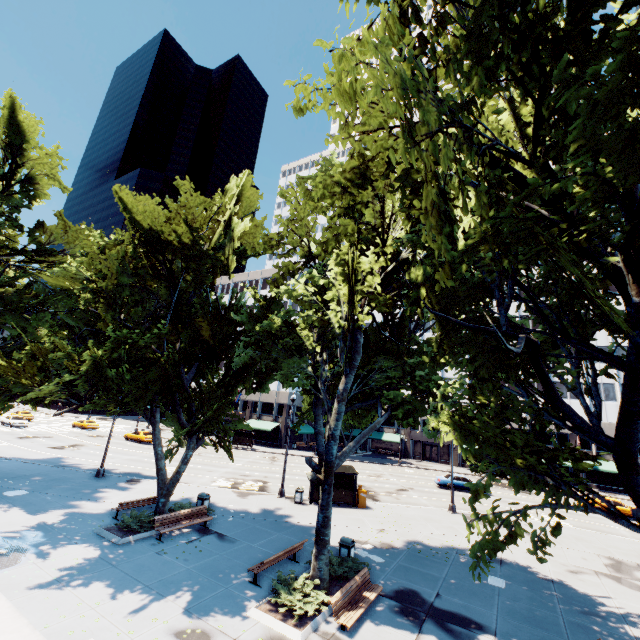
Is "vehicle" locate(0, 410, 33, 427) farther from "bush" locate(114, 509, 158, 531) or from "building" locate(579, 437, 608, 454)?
"bush" locate(114, 509, 158, 531)

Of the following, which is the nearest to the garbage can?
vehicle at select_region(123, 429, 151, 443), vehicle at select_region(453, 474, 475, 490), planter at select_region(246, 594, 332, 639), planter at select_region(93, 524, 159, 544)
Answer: planter at select_region(246, 594, 332, 639)

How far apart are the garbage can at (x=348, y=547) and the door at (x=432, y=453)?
46.8m

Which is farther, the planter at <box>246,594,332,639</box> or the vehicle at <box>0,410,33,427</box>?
the vehicle at <box>0,410,33,427</box>

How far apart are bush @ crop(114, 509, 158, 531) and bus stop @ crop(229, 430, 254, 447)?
32.26m

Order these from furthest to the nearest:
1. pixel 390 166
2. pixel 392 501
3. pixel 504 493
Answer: pixel 504 493 → pixel 392 501 → pixel 390 166

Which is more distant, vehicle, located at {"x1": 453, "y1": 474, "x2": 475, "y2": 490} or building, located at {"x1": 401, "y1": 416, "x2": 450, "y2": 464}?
building, located at {"x1": 401, "y1": 416, "x2": 450, "y2": 464}

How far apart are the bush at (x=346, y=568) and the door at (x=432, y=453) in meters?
48.0
